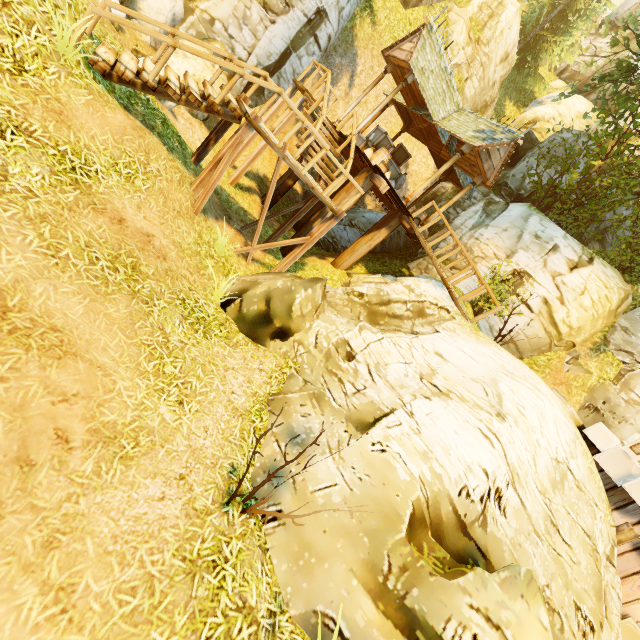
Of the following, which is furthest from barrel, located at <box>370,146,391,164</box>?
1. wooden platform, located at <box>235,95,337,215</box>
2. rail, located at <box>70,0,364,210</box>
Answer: wooden platform, located at <box>235,95,337,215</box>

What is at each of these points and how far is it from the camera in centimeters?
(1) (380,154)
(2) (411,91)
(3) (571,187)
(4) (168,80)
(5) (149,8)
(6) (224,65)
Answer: (1) barrel, 1317cm
(2) building, 1308cm
(3) bush, 1294cm
(4) stairs, 609cm
(5) rock, 945cm
(6) rail, 605cm

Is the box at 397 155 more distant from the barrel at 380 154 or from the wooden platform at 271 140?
the wooden platform at 271 140

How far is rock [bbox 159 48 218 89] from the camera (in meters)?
10.25

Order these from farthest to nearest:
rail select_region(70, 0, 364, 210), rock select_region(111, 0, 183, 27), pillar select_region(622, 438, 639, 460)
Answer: rock select_region(111, 0, 183, 27)
pillar select_region(622, 438, 639, 460)
rail select_region(70, 0, 364, 210)

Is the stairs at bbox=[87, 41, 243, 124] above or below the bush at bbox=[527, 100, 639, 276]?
below

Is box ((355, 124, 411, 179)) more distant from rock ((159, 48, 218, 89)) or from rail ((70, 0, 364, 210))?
rock ((159, 48, 218, 89))

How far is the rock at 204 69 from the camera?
10.25m
